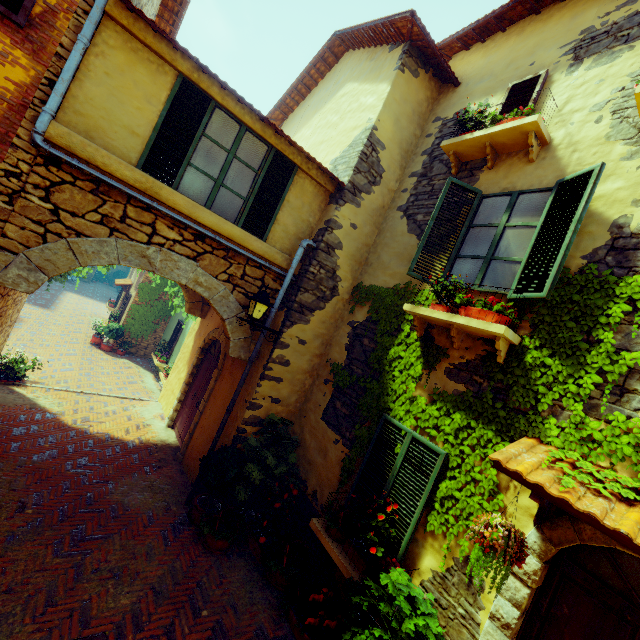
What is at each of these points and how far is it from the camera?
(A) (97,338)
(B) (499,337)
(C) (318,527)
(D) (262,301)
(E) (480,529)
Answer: (A) flower pot, 14.70m
(B) window sill, 3.78m
(C) window sill, 4.60m
(D) street light, 5.51m
(E) flower pot, 2.90m

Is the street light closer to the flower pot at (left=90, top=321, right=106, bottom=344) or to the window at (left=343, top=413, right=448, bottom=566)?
the window at (left=343, top=413, right=448, bottom=566)

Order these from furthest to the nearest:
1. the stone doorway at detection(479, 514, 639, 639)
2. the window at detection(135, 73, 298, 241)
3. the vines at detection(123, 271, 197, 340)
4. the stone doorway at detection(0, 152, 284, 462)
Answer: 1. the vines at detection(123, 271, 197, 340)
2. the window at detection(135, 73, 298, 241)
3. the stone doorway at detection(0, 152, 284, 462)
4. the stone doorway at detection(479, 514, 639, 639)

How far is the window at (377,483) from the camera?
4.0m

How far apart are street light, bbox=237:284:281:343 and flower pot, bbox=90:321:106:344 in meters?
12.7

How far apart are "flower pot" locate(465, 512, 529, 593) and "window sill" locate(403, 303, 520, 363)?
1.68m

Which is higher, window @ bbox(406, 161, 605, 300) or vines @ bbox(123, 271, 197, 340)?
window @ bbox(406, 161, 605, 300)

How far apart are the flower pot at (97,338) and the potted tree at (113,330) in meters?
0.4
